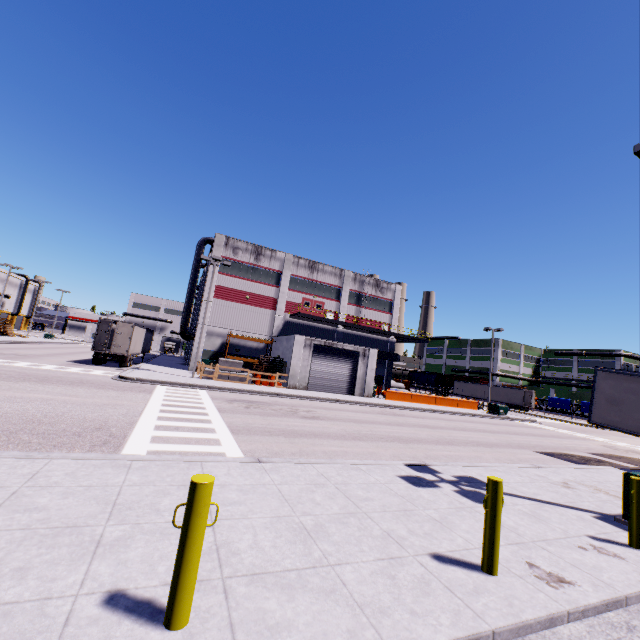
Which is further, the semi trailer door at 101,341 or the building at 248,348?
the building at 248,348

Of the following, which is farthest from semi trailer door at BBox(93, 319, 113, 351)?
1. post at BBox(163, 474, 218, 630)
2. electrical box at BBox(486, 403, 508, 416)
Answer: electrical box at BBox(486, 403, 508, 416)

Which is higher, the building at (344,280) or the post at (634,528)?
the building at (344,280)

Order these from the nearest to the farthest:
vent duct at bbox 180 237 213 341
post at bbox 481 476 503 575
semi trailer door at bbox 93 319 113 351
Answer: post at bbox 481 476 503 575
semi trailer door at bbox 93 319 113 351
vent duct at bbox 180 237 213 341

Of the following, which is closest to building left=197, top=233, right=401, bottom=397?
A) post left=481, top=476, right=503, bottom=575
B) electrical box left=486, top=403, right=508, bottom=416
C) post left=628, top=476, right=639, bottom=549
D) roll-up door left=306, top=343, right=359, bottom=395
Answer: roll-up door left=306, top=343, right=359, bottom=395

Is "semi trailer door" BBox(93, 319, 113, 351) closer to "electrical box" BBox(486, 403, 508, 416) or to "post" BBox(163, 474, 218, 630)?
"post" BBox(163, 474, 218, 630)

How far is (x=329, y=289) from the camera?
40.1m

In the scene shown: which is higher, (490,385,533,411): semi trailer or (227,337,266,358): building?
(227,337,266,358): building
